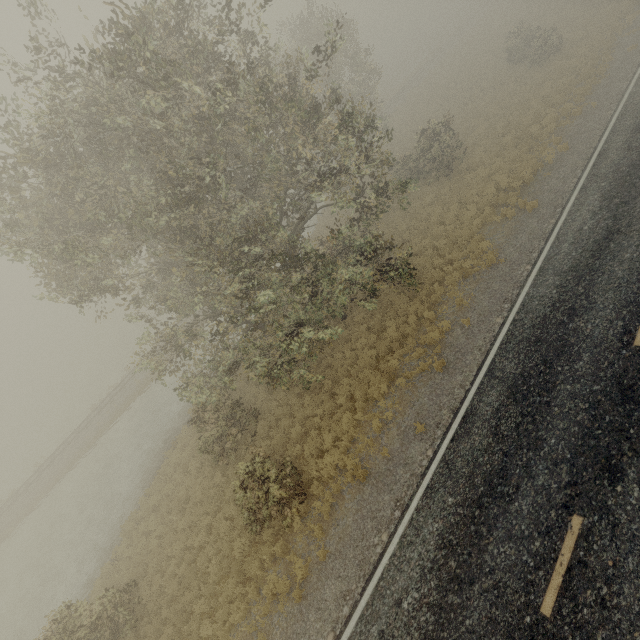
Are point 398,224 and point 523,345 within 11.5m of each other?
no
